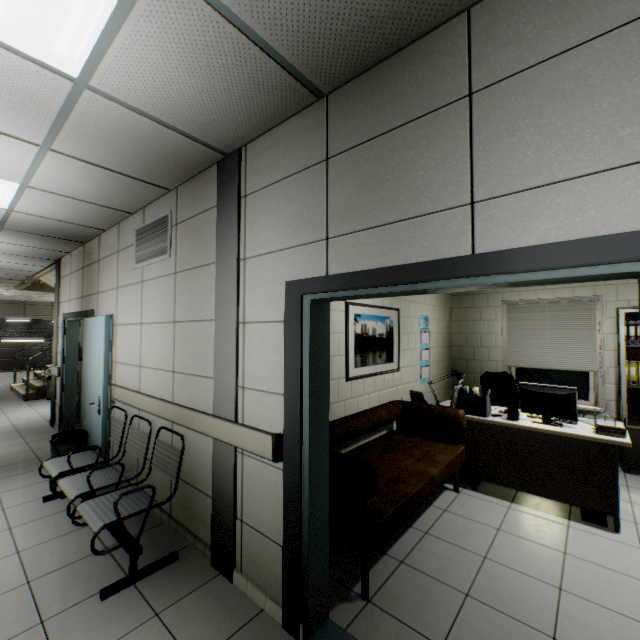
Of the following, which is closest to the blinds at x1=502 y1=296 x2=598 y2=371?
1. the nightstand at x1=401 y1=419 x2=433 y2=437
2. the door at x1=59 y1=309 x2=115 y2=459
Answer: the nightstand at x1=401 y1=419 x2=433 y2=437

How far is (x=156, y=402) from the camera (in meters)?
3.24

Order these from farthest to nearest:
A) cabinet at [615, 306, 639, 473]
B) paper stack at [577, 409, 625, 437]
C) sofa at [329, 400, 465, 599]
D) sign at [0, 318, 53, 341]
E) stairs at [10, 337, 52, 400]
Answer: sign at [0, 318, 53, 341] → stairs at [10, 337, 52, 400] → cabinet at [615, 306, 639, 473] → paper stack at [577, 409, 625, 437] → sofa at [329, 400, 465, 599]

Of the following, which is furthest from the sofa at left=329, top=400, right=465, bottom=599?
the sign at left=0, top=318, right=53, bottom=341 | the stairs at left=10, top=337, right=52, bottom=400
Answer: the sign at left=0, top=318, right=53, bottom=341

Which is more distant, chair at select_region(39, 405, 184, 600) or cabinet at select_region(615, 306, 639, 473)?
cabinet at select_region(615, 306, 639, 473)

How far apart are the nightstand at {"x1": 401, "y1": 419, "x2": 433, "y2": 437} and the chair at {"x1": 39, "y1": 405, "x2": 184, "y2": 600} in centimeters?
292cm

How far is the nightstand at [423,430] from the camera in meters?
4.2

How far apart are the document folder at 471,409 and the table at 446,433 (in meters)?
0.02
